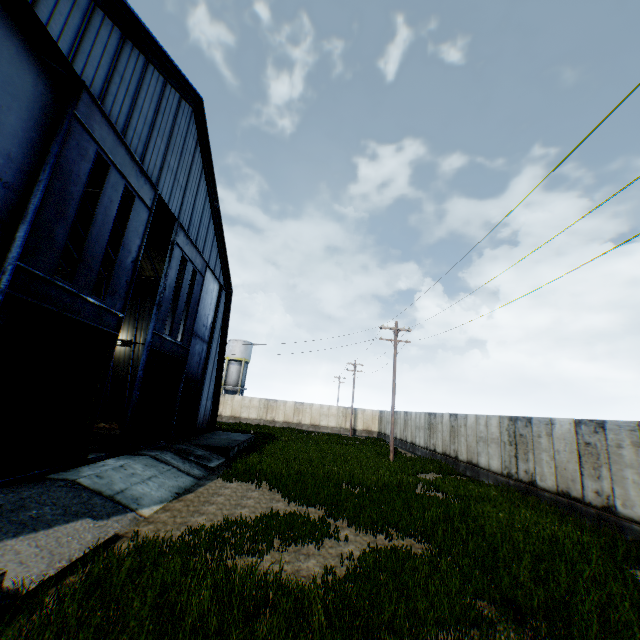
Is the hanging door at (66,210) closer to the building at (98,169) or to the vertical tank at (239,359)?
the building at (98,169)

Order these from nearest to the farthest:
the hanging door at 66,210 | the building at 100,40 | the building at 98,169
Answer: the hanging door at 66,210, the building at 100,40, the building at 98,169

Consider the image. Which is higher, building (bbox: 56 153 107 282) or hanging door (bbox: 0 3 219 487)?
building (bbox: 56 153 107 282)

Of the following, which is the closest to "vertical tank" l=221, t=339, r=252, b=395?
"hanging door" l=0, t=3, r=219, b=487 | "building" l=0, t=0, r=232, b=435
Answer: "building" l=0, t=0, r=232, b=435

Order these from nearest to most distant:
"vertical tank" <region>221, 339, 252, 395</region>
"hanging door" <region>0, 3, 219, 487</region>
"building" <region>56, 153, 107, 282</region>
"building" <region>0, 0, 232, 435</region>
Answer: "hanging door" <region>0, 3, 219, 487</region> → "building" <region>0, 0, 232, 435</region> → "building" <region>56, 153, 107, 282</region> → "vertical tank" <region>221, 339, 252, 395</region>

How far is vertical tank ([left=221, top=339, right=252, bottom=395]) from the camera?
51.09m

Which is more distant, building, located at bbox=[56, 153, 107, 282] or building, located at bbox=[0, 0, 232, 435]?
building, located at bbox=[56, 153, 107, 282]

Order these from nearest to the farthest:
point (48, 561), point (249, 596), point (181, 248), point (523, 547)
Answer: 1. point (249, 596)
2. point (48, 561)
3. point (523, 547)
4. point (181, 248)
